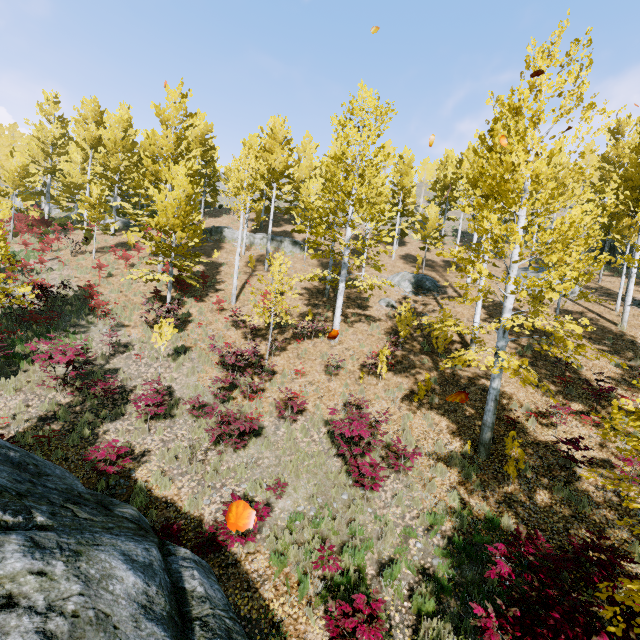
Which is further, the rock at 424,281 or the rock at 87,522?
the rock at 424,281

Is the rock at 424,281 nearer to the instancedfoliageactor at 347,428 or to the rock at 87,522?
the instancedfoliageactor at 347,428

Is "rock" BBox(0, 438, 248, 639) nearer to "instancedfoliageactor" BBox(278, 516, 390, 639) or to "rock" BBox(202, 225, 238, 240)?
"instancedfoliageactor" BBox(278, 516, 390, 639)

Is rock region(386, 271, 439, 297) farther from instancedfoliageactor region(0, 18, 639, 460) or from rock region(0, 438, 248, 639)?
rock region(0, 438, 248, 639)

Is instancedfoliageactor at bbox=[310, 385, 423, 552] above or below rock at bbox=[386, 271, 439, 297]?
below

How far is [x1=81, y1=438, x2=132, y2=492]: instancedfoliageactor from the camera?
7.5m

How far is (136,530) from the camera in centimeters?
497cm
